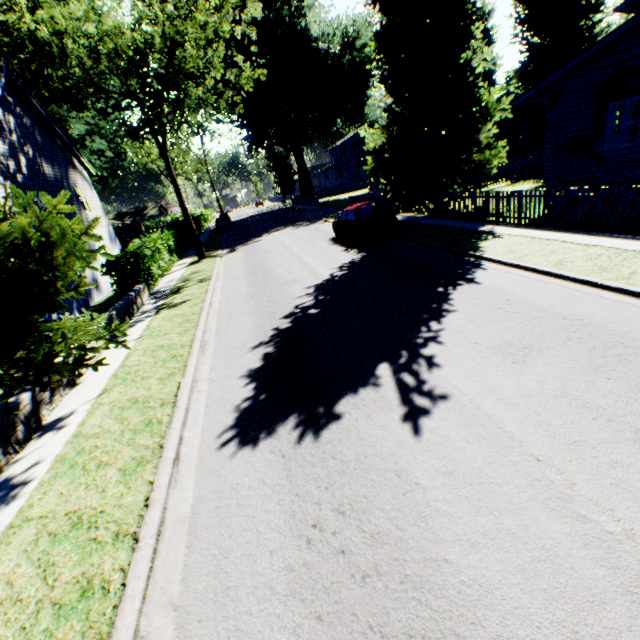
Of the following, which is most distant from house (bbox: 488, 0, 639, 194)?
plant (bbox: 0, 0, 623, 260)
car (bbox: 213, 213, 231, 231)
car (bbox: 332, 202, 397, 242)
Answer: → car (bbox: 213, 213, 231, 231)

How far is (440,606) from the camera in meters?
2.6

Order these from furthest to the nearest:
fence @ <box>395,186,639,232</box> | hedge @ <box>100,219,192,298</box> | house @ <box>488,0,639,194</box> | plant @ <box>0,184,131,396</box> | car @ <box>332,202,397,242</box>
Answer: car @ <box>332,202,397,242</box> → hedge @ <box>100,219,192,298</box> → house @ <box>488,0,639,194</box> → fence @ <box>395,186,639,232</box> → plant @ <box>0,184,131,396</box>

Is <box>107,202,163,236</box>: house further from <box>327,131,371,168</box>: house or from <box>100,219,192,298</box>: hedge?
<box>327,131,371,168</box>: house

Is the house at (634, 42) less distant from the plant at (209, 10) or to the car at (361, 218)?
the plant at (209, 10)

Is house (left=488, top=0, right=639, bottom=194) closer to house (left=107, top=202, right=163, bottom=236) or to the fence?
the fence

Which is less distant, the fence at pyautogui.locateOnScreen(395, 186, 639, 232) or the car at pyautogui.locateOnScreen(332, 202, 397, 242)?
the fence at pyautogui.locateOnScreen(395, 186, 639, 232)

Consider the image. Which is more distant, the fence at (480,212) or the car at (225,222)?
the car at (225,222)
